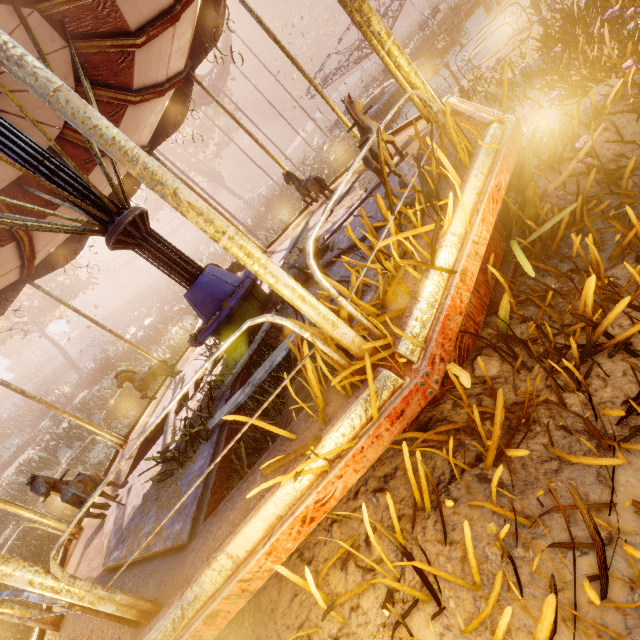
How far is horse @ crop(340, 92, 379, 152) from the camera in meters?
3.2 m

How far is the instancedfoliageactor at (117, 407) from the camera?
13.04m

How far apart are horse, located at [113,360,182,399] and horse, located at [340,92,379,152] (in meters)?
5.47

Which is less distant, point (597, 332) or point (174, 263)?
point (597, 332)

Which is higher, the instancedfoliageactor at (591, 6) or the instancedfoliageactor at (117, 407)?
the instancedfoliageactor at (117, 407)

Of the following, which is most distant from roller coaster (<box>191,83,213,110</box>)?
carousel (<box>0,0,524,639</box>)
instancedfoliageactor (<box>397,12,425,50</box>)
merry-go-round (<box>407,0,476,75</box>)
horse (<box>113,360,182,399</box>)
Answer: instancedfoliageactor (<box>397,12,425,50</box>)

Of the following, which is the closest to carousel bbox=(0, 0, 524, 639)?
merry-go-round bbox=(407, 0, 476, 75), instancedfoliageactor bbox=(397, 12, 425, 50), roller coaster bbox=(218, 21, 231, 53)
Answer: roller coaster bbox=(218, 21, 231, 53)

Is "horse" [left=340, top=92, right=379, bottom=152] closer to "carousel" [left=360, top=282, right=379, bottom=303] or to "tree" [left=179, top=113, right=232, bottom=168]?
"carousel" [left=360, top=282, right=379, bottom=303]
